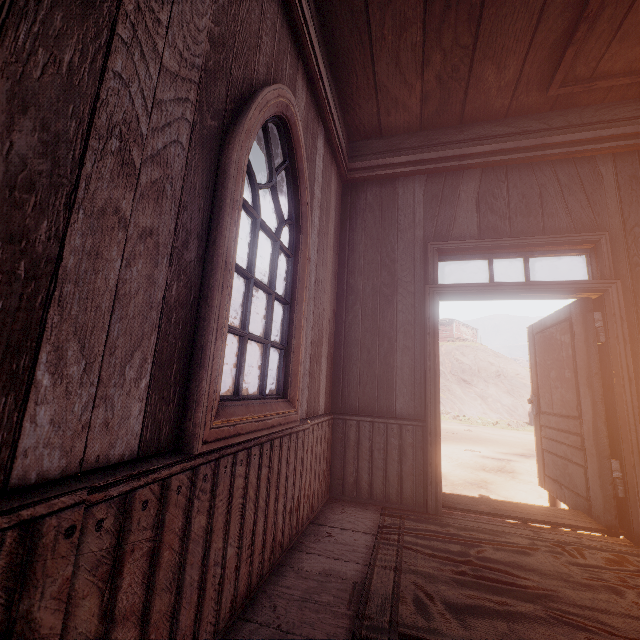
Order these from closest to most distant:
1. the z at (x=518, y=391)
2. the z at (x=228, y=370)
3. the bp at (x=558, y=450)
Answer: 1. the bp at (x=558, y=450)
2. the z at (x=518, y=391)
3. the z at (x=228, y=370)

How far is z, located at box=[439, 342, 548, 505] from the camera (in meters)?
7.70

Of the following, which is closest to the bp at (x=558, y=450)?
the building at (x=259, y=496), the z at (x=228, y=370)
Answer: the building at (x=259, y=496)

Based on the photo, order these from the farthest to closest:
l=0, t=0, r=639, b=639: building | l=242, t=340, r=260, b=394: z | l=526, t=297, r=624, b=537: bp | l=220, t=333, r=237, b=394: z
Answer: l=242, t=340, r=260, b=394: z, l=220, t=333, r=237, b=394: z, l=526, t=297, r=624, b=537: bp, l=0, t=0, r=639, b=639: building

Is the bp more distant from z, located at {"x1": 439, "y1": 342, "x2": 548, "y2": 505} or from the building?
z, located at {"x1": 439, "y1": 342, "x2": 548, "y2": 505}

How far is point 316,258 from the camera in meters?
3.1 m

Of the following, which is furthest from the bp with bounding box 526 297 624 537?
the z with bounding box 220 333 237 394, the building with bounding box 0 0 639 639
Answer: the z with bounding box 220 333 237 394
